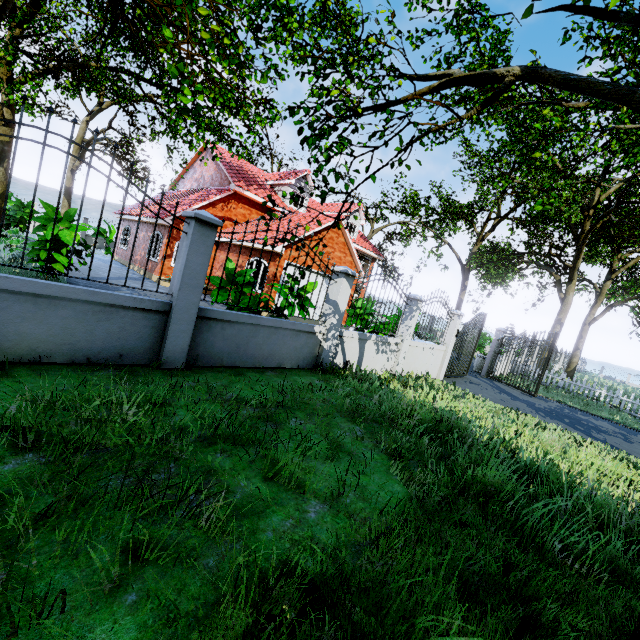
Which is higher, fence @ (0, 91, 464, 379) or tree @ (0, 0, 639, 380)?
tree @ (0, 0, 639, 380)

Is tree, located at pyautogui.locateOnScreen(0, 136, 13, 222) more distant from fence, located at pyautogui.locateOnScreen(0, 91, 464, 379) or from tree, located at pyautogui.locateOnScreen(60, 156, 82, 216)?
tree, located at pyautogui.locateOnScreen(60, 156, 82, 216)

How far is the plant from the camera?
8.2m

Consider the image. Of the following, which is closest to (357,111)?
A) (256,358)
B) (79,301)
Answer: (79,301)

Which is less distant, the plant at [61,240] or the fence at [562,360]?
the plant at [61,240]

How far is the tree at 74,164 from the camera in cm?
2342

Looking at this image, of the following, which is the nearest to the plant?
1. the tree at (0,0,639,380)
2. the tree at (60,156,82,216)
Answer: the tree at (0,0,639,380)

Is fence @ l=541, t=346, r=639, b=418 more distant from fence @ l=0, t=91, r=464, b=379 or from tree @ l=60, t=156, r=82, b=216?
tree @ l=60, t=156, r=82, b=216
